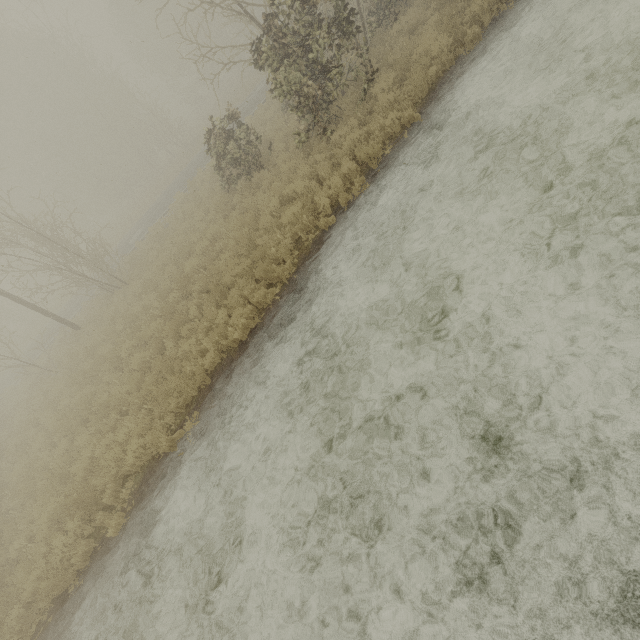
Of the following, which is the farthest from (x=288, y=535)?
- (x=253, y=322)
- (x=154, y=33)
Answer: (x=154, y=33)

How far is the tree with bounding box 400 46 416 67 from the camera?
8.9 meters

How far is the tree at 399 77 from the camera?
9.0m
